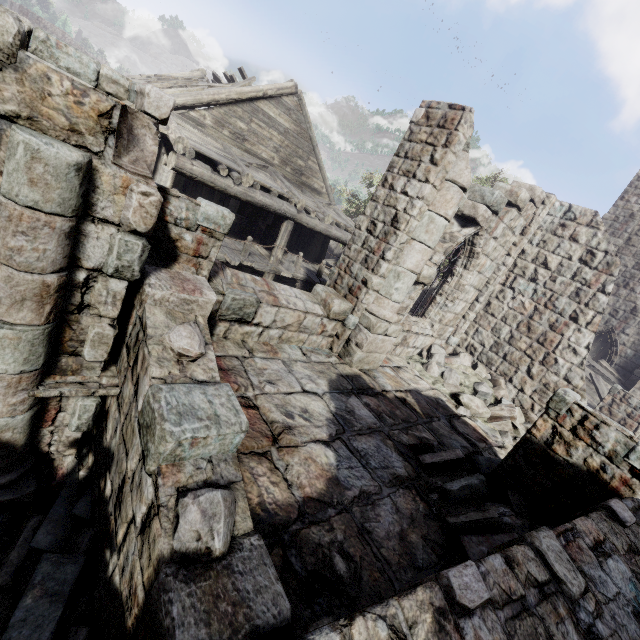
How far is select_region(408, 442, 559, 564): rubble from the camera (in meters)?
3.75

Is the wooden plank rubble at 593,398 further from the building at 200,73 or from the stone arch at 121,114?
the stone arch at 121,114

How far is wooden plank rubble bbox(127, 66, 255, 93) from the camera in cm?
1088

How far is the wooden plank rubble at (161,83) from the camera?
10.9m

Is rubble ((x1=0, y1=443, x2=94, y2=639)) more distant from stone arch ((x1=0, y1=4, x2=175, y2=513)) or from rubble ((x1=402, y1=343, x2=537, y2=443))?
rubble ((x1=402, y1=343, x2=537, y2=443))

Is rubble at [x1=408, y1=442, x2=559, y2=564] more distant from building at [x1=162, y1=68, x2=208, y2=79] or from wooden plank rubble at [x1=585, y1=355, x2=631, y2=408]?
wooden plank rubble at [x1=585, y1=355, x2=631, y2=408]

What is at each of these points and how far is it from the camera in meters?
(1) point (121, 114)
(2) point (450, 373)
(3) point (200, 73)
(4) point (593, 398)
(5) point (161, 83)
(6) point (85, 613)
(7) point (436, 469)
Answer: (1) stone arch, 2.6 m
(2) rubble, 9.0 m
(3) building, 17.6 m
(4) wooden plank rubble, 13.4 m
(5) wooden plank rubble, 11.2 m
(6) rubble, 3.1 m
(7) rubble, 5.0 m
